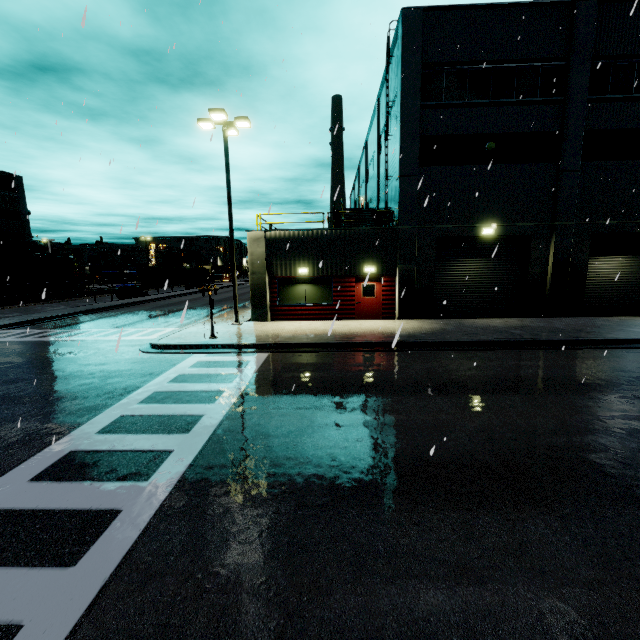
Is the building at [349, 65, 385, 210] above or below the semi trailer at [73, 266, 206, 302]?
above

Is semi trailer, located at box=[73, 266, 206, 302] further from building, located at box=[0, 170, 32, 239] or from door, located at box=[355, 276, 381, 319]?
door, located at box=[355, 276, 381, 319]

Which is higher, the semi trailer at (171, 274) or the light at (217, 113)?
the light at (217, 113)

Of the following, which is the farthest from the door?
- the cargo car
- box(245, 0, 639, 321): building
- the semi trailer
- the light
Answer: the semi trailer

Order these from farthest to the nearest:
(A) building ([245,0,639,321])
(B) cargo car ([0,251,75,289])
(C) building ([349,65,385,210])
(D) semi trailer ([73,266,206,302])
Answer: (D) semi trailer ([73,266,206,302]), (B) cargo car ([0,251,75,289]), (C) building ([349,65,385,210]), (A) building ([245,0,639,321])

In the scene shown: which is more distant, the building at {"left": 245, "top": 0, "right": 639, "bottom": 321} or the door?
the door

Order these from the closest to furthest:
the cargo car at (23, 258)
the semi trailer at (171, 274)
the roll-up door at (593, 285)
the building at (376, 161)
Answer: the roll-up door at (593, 285) → the building at (376, 161) → the cargo car at (23, 258) → the semi trailer at (171, 274)

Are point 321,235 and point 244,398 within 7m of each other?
no
